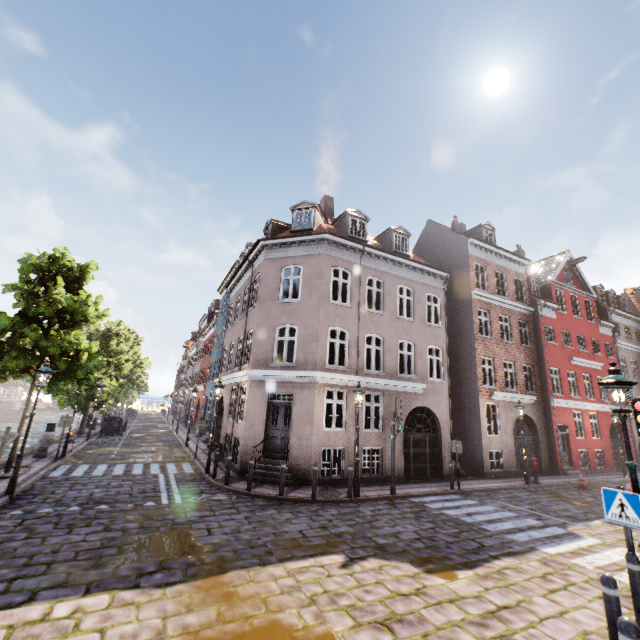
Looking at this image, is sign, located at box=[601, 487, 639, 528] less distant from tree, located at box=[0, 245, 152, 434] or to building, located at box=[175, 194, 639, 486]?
building, located at box=[175, 194, 639, 486]

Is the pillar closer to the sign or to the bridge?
the sign

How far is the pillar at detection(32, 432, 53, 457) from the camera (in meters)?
14.67

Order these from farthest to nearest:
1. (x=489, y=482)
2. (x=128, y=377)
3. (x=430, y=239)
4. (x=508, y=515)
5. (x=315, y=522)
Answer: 1. (x=128, y=377)
2. (x=430, y=239)
3. (x=489, y=482)
4. (x=508, y=515)
5. (x=315, y=522)

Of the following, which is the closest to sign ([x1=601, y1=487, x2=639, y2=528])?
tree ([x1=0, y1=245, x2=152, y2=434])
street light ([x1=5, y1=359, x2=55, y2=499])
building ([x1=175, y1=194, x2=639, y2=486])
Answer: building ([x1=175, y1=194, x2=639, y2=486])

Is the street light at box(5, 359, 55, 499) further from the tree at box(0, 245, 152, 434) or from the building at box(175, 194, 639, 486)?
the building at box(175, 194, 639, 486)

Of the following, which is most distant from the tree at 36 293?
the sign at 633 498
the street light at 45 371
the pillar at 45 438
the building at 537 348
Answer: the sign at 633 498

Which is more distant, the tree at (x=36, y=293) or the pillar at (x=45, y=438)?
the pillar at (x=45, y=438)
